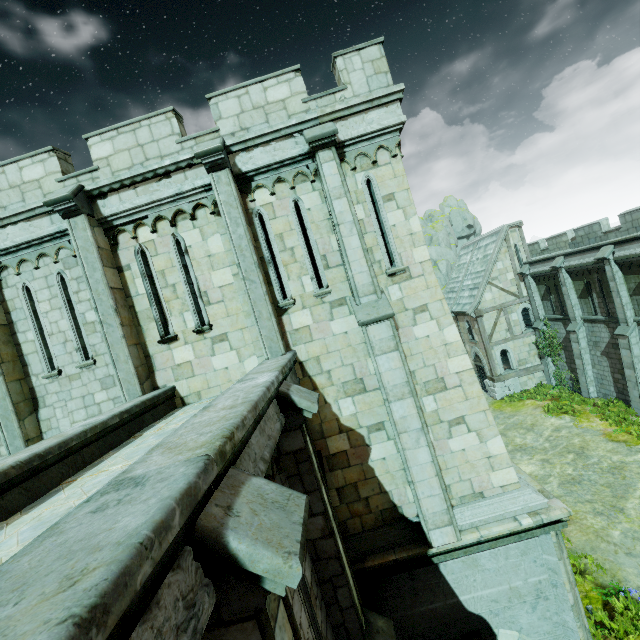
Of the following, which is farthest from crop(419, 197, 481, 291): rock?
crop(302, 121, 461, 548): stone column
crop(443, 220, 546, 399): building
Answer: crop(302, 121, 461, 548): stone column

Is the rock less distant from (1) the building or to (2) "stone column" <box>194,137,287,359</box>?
(1) the building

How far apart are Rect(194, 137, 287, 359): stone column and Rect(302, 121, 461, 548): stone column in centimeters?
183cm

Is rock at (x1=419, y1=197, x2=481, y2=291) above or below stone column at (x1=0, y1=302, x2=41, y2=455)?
above

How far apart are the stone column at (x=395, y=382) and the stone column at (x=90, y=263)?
5.4 meters

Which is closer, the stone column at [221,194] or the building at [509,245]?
the stone column at [221,194]

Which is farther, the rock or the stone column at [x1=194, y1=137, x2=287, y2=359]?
the rock

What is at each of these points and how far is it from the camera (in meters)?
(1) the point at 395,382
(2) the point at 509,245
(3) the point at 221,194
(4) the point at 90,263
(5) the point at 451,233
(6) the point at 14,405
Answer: (1) stone column, 7.54
(2) building, 25.81
(3) stone column, 7.59
(4) stone column, 7.72
(5) rock, 48.66
(6) stone column, 7.95
